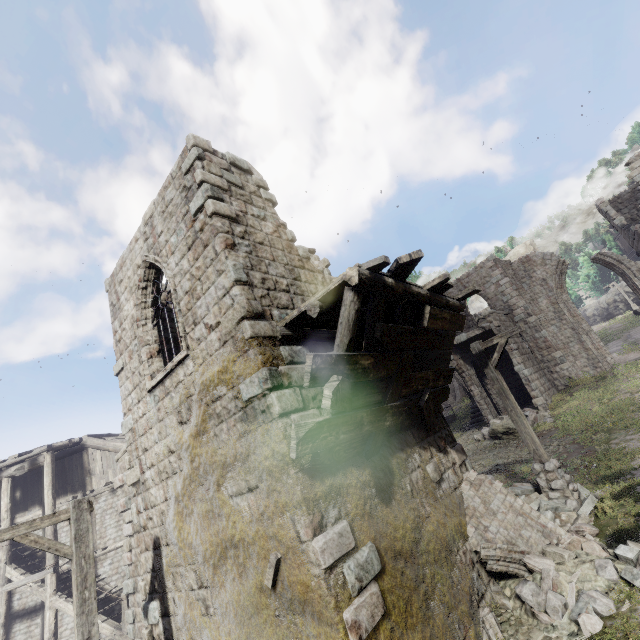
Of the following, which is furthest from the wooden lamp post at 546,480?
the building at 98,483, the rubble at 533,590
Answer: the building at 98,483

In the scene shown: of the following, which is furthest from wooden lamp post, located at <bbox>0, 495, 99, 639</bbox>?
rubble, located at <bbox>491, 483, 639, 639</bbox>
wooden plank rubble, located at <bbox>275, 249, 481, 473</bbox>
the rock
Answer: the rock

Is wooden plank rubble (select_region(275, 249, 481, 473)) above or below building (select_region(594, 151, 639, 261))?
below

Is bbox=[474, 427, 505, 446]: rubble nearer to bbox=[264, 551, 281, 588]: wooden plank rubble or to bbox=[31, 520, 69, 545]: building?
bbox=[31, 520, 69, 545]: building

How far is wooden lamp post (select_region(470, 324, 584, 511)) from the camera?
8.06m

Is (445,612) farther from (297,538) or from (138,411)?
(138,411)

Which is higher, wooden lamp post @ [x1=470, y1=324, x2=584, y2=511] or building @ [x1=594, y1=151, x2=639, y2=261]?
building @ [x1=594, y1=151, x2=639, y2=261]

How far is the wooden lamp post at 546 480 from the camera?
8.06m
